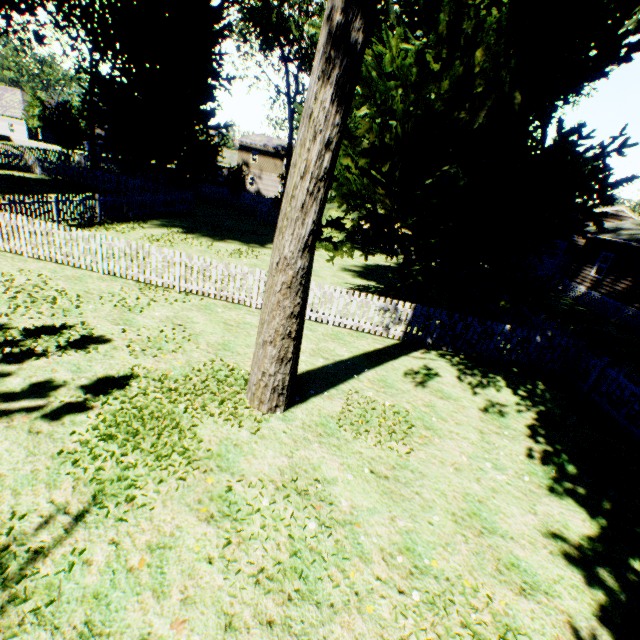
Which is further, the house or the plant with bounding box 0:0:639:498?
the house

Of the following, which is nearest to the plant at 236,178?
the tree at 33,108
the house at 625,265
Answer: the tree at 33,108

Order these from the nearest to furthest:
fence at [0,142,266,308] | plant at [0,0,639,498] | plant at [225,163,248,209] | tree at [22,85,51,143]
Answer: plant at [0,0,639,498]
fence at [0,142,266,308]
plant at [225,163,248,209]
tree at [22,85,51,143]

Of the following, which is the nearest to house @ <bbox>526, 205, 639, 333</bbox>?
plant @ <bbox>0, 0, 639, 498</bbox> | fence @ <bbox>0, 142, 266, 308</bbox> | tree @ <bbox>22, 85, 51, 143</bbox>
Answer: fence @ <bbox>0, 142, 266, 308</bbox>

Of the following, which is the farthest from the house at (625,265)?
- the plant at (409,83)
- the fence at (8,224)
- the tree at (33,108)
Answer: the tree at (33,108)

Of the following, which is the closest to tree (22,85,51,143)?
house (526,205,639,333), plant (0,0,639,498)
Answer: plant (0,0,639,498)

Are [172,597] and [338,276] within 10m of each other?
no
